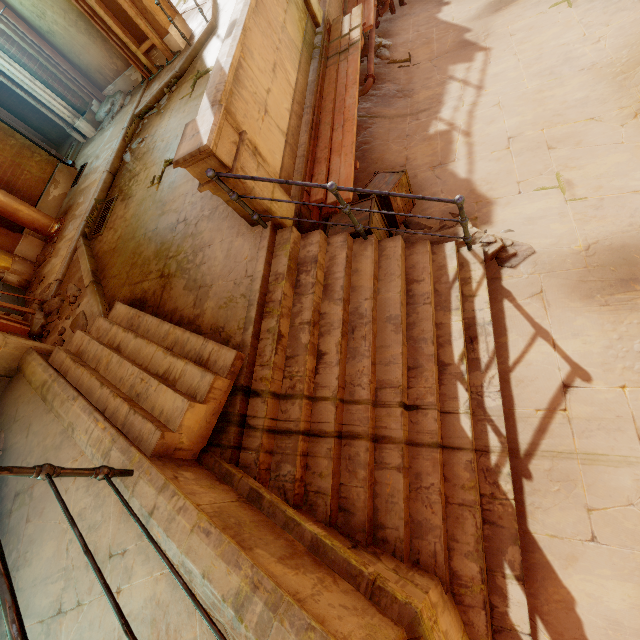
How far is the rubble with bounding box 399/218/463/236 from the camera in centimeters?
430cm

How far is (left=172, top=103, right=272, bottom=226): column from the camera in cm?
319

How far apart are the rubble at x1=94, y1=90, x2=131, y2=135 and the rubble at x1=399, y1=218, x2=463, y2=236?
9.0 meters

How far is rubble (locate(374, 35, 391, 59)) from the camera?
8.1 meters

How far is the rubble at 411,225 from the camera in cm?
430

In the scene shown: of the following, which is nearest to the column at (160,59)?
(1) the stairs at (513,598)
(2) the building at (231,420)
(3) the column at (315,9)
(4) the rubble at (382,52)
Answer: (2) the building at (231,420)

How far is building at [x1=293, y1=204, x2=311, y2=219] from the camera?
4.4 meters

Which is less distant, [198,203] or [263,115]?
[263,115]
